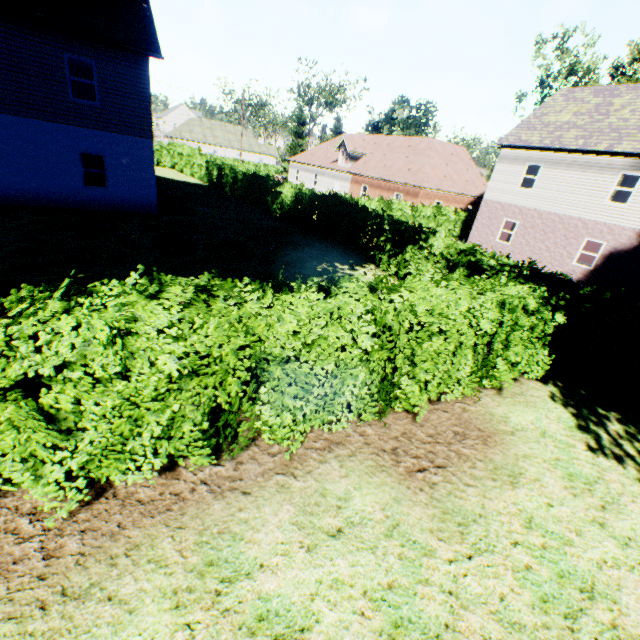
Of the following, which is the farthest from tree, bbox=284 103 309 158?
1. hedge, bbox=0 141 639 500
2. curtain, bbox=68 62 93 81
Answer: curtain, bbox=68 62 93 81

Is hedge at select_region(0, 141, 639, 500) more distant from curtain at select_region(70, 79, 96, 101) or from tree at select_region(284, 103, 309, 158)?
curtain at select_region(70, 79, 96, 101)

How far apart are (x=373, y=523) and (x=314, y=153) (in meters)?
46.24

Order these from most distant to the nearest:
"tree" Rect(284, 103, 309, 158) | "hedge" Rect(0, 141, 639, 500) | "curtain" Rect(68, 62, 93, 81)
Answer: "tree" Rect(284, 103, 309, 158), "curtain" Rect(68, 62, 93, 81), "hedge" Rect(0, 141, 639, 500)

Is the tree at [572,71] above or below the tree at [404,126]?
above

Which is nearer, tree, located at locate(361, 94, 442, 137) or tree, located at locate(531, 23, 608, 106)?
tree, located at locate(531, 23, 608, 106)

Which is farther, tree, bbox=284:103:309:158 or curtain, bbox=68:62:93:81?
tree, bbox=284:103:309:158

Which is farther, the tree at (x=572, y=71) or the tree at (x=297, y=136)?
the tree at (x=297, y=136)
